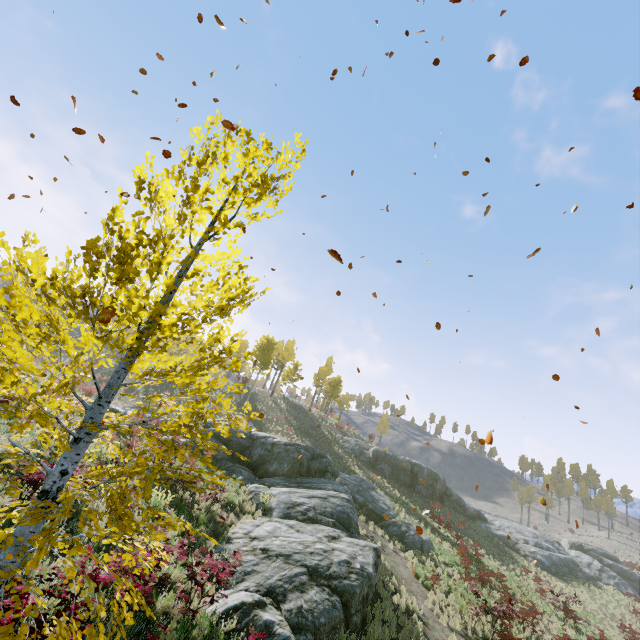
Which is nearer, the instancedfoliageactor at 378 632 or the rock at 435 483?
the instancedfoliageactor at 378 632

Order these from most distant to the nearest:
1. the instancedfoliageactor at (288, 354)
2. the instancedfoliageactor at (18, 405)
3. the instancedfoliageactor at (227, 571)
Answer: the instancedfoliageactor at (288, 354) → the instancedfoliageactor at (227, 571) → the instancedfoliageactor at (18, 405)

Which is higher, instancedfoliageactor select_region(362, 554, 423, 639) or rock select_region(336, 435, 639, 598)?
rock select_region(336, 435, 639, 598)

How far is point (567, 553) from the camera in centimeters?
3647cm

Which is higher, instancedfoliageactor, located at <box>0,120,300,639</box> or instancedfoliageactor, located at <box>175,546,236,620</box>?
instancedfoliageactor, located at <box>0,120,300,639</box>

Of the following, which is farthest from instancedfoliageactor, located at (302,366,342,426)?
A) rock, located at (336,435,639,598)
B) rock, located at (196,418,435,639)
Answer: rock, located at (336,435,639,598)

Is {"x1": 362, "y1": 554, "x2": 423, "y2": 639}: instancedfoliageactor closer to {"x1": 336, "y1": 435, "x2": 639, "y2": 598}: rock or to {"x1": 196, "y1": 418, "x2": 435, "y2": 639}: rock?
{"x1": 196, "y1": 418, "x2": 435, "y2": 639}: rock
